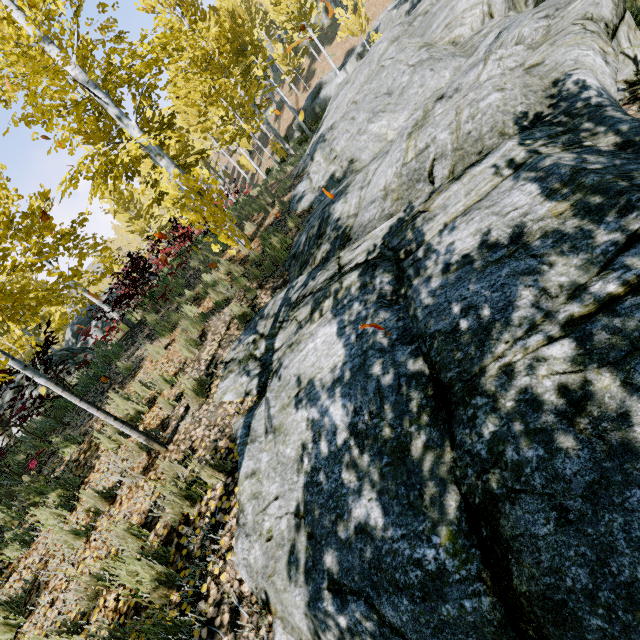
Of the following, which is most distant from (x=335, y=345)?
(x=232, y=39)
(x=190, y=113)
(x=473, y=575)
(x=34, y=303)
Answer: (x=34, y=303)

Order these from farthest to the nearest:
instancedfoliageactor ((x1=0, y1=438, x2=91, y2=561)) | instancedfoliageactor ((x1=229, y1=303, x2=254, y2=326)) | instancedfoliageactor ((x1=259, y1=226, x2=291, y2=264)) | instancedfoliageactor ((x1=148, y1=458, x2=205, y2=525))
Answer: instancedfoliageactor ((x1=259, y1=226, x2=291, y2=264)) → instancedfoliageactor ((x1=229, y1=303, x2=254, y2=326)) → instancedfoliageactor ((x1=0, y1=438, x2=91, y2=561)) → instancedfoliageactor ((x1=148, y1=458, x2=205, y2=525))

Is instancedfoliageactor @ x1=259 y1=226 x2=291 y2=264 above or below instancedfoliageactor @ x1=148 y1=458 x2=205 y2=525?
above

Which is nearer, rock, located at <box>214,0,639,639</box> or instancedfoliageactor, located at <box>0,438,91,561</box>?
rock, located at <box>214,0,639,639</box>

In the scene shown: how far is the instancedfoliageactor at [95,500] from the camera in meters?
3.8

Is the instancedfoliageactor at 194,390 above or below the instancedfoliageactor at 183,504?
above

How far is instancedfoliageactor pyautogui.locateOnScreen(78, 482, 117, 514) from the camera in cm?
379

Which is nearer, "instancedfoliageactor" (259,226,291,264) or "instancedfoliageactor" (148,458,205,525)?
"instancedfoliageactor" (148,458,205,525)
